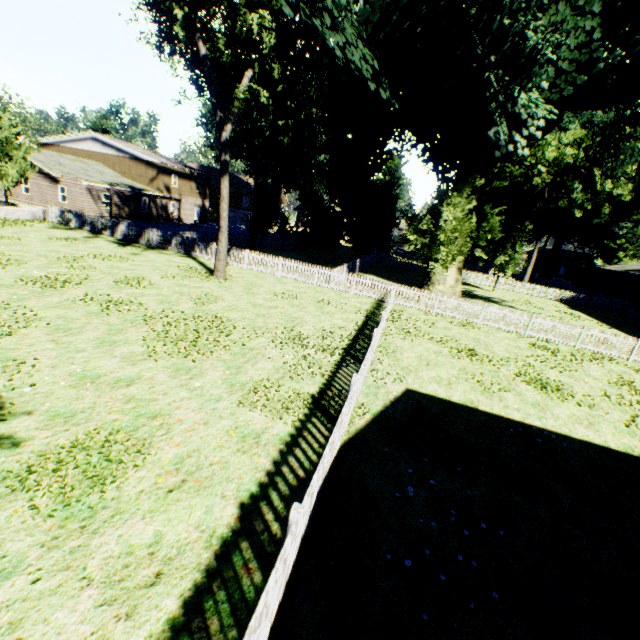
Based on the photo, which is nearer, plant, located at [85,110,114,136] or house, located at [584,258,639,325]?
house, located at [584,258,639,325]

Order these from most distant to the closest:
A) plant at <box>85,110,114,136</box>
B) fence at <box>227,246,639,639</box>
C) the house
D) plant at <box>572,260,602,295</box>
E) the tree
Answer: plant at <box>85,110,114,136</box> → plant at <box>572,260,602,295</box> → the house → the tree → fence at <box>227,246,639,639</box>

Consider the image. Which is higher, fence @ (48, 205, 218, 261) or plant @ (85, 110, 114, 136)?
plant @ (85, 110, 114, 136)

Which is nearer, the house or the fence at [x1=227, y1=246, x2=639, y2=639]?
the fence at [x1=227, y1=246, x2=639, y2=639]

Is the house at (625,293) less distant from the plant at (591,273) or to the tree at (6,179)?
the plant at (591,273)

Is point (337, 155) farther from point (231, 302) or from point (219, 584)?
point (219, 584)

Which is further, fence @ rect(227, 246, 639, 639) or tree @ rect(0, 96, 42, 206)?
tree @ rect(0, 96, 42, 206)

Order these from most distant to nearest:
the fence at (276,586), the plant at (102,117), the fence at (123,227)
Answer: the plant at (102,117) → the fence at (123,227) → the fence at (276,586)
